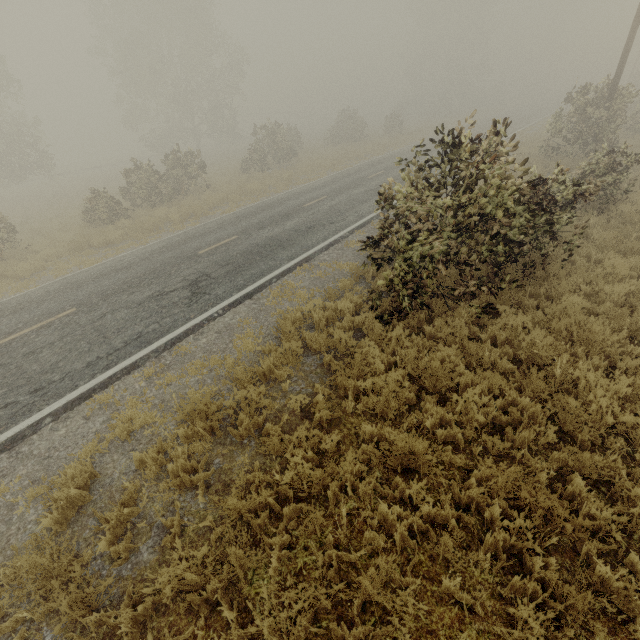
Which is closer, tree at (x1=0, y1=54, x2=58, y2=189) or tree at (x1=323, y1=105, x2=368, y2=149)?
tree at (x1=0, y1=54, x2=58, y2=189)

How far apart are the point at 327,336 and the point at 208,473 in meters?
3.5

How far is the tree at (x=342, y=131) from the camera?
34.12m

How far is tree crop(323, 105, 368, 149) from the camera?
34.1 meters

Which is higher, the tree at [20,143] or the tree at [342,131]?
the tree at [20,143]

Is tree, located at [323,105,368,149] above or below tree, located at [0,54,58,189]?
below
